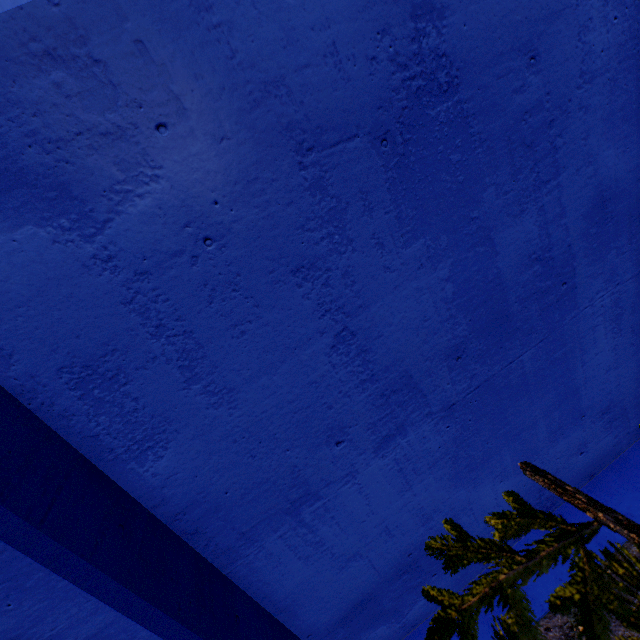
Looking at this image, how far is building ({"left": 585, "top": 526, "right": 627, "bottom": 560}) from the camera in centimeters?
299cm

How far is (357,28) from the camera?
1.5 meters

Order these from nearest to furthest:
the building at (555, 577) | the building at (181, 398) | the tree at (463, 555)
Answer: the tree at (463, 555), the building at (181, 398), the building at (555, 577)

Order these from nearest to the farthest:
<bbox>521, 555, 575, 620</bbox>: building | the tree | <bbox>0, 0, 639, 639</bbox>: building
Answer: the tree
<bbox>0, 0, 639, 639</bbox>: building
<bbox>521, 555, 575, 620</bbox>: building

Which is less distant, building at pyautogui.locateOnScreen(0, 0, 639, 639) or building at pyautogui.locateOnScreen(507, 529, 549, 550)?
building at pyautogui.locateOnScreen(0, 0, 639, 639)

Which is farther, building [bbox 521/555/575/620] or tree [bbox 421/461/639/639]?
building [bbox 521/555/575/620]

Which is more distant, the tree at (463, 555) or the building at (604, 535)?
the building at (604, 535)
